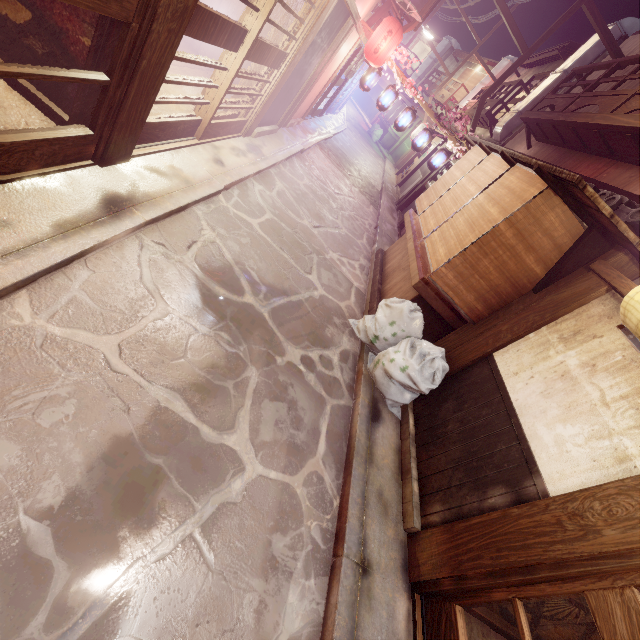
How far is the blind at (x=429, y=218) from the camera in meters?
9.3

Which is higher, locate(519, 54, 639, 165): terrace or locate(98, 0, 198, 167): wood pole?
locate(519, 54, 639, 165): terrace

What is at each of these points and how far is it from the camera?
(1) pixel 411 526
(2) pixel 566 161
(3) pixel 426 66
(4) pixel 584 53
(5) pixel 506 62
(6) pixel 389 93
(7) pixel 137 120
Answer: (1) foundation, 6.0 meters
(2) house, 14.7 meters
(3) vent, 52.4 meters
(4) vent, 19.9 meters
(5) vent, 36.1 meters
(6) lantern, 17.9 meters
(7) wood pole, 6.0 meters

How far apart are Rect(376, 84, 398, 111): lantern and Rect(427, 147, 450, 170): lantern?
3.7m

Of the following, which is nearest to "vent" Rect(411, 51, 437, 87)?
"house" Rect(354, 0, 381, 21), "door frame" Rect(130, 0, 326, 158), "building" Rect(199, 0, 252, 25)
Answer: "house" Rect(354, 0, 381, 21)

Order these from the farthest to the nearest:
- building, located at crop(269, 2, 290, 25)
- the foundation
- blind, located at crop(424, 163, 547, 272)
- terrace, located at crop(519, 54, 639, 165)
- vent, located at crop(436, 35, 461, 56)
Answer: vent, located at crop(436, 35, 461, 56) < building, located at crop(269, 2, 290, 25) < terrace, located at crop(519, 54, 639, 165) < blind, located at crop(424, 163, 547, 272) < the foundation

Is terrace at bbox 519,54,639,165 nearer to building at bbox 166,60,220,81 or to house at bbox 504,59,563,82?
house at bbox 504,59,563,82

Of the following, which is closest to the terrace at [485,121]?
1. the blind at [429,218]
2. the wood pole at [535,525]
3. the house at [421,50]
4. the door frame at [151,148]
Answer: the blind at [429,218]
